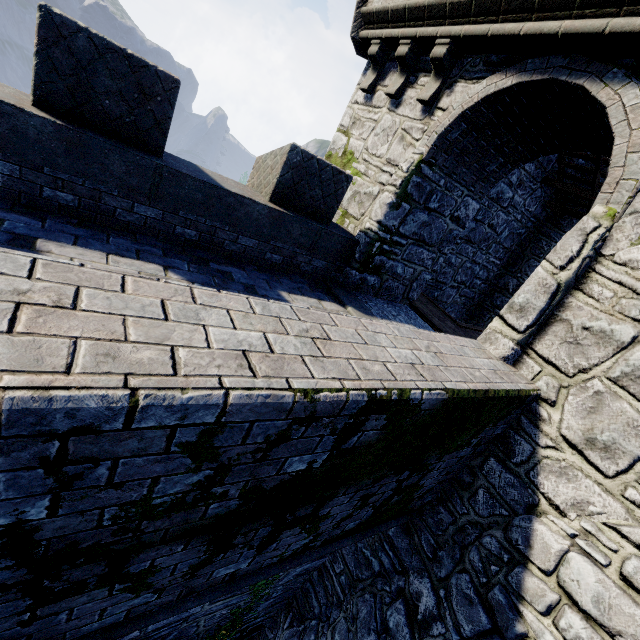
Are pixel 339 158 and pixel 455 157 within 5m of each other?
yes
